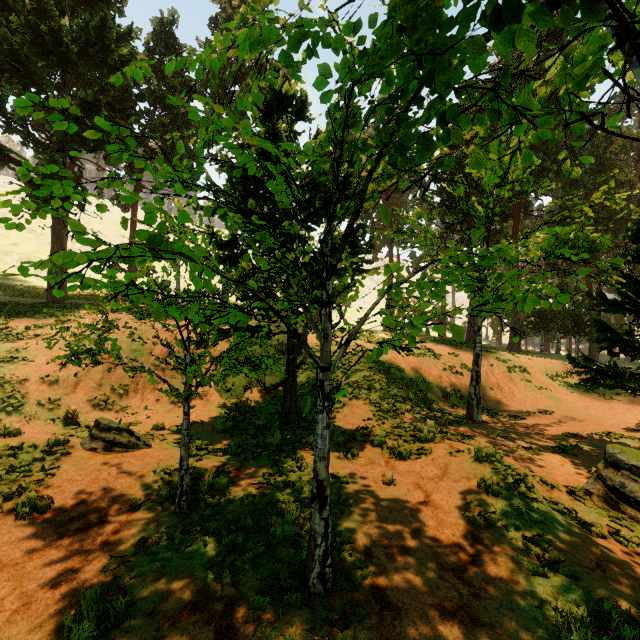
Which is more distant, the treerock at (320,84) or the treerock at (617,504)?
the treerock at (617,504)

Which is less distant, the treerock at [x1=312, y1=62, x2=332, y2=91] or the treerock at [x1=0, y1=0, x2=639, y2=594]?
the treerock at [x1=0, y1=0, x2=639, y2=594]

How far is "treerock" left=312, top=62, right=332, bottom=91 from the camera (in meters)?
4.86

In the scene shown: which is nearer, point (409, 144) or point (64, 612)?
point (409, 144)

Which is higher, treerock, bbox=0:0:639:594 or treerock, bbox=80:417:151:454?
treerock, bbox=0:0:639:594
